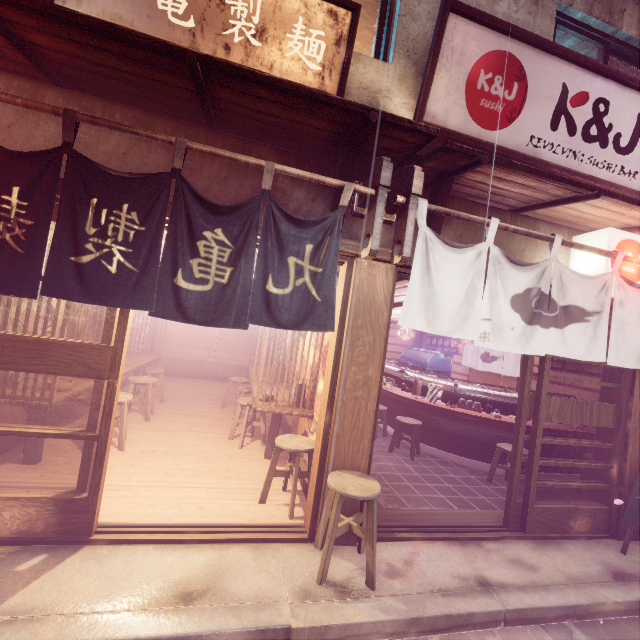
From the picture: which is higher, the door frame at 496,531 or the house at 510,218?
the house at 510,218

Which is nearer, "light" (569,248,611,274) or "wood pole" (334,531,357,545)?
"wood pole" (334,531,357,545)

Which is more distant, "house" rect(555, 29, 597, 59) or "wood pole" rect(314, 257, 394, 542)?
"house" rect(555, 29, 597, 59)

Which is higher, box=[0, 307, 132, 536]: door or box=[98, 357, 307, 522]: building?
box=[0, 307, 132, 536]: door

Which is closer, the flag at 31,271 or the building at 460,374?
the flag at 31,271

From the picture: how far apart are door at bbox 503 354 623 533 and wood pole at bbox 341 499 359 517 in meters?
3.6 m

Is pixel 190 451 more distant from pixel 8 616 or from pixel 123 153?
pixel 123 153

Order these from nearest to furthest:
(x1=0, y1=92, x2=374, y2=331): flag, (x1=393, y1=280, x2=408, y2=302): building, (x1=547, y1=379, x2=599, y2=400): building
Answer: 1. (x1=0, y1=92, x2=374, y2=331): flag
2. (x1=393, y1=280, x2=408, y2=302): building
3. (x1=547, y1=379, x2=599, y2=400): building
